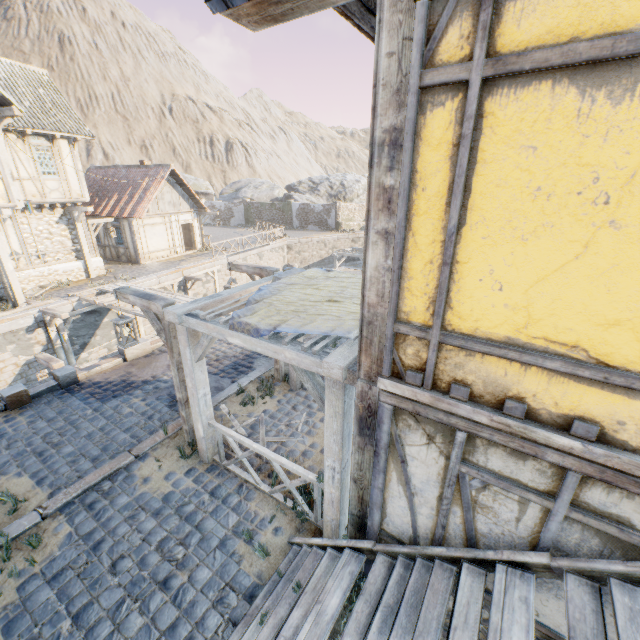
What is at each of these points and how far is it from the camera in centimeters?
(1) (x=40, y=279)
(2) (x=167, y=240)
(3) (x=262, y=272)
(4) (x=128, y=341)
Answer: (1) stone foundation, 1579cm
(2) building, 2244cm
(3) street light, 739cm
(4) street light, 611cm

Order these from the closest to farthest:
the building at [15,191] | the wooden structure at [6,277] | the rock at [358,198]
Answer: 1. the building at [15,191]
2. the wooden structure at [6,277]
3. the rock at [358,198]

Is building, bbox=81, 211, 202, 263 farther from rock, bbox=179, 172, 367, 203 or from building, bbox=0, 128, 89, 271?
rock, bbox=179, 172, 367, 203

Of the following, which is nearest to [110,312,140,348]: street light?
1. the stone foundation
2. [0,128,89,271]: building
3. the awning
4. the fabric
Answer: the awning

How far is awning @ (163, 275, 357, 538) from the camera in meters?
3.6

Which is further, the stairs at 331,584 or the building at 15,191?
the building at 15,191

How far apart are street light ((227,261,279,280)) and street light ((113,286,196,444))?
2.3m

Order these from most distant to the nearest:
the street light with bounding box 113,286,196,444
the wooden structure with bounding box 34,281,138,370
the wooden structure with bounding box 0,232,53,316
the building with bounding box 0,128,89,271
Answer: the wooden structure with bounding box 0,232,53,316, the building with bounding box 0,128,89,271, the wooden structure with bounding box 34,281,138,370, the street light with bounding box 113,286,196,444
